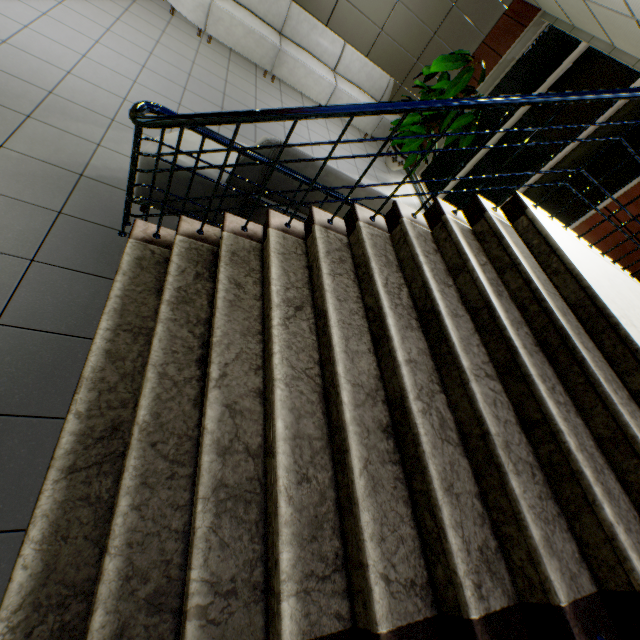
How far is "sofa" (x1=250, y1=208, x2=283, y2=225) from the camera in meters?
2.8 m

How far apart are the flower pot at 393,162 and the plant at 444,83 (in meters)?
1.01

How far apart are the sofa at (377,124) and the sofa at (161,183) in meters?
4.0 m

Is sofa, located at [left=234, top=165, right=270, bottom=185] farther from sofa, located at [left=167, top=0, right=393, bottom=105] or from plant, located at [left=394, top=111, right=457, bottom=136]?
A: sofa, located at [left=167, top=0, right=393, bottom=105]

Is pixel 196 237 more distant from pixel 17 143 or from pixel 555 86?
pixel 555 86

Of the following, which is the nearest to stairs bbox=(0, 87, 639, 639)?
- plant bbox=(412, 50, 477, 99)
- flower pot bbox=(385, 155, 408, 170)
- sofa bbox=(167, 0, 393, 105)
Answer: plant bbox=(412, 50, 477, 99)
